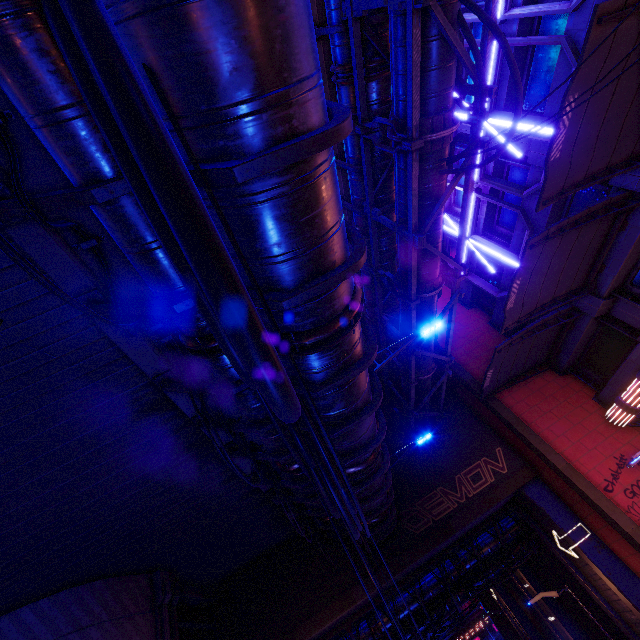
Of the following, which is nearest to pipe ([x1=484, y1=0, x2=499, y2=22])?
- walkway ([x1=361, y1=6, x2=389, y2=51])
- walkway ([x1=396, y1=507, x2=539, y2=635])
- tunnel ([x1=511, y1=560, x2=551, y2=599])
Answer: walkway ([x1=361, y1=6, x2=389, y2=51])

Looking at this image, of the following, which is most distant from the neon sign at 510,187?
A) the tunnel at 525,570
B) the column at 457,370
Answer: the tunnel at 525,570

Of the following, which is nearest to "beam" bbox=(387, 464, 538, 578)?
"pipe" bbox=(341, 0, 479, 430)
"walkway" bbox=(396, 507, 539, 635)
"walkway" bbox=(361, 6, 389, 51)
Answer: "walkway" bbox=(396, 507, 539, 635)

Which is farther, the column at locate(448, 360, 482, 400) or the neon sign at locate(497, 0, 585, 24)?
the column at locate(448, 360, 482, 400)

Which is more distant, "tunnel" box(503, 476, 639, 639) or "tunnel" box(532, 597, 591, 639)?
"tunnel" box(532, 597, 591, 639)

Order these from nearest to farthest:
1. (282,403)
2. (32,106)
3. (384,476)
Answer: (282,403), (32,106), (384,476)

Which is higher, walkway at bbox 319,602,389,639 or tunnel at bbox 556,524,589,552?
walkway at bbox 319,602,389,639

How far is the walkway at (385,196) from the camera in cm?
1089
